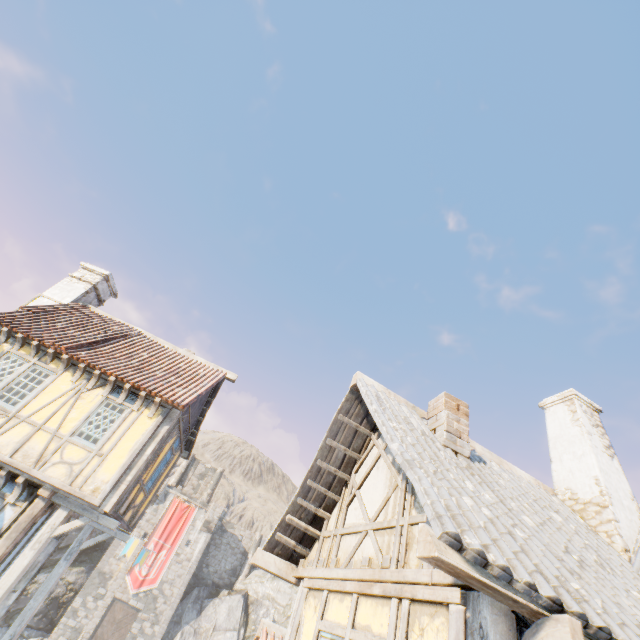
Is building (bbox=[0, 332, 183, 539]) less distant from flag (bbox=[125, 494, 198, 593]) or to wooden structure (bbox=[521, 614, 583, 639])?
flag (bbox=[125, 494, 198, 593])

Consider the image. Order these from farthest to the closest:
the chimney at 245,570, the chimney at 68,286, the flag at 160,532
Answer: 1. the chimney at 245,570
2. the flag at 160,532
3. the chimney at 68,286

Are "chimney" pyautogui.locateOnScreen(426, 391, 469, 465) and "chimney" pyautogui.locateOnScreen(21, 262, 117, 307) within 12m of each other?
no

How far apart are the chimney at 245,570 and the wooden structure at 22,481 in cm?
4008

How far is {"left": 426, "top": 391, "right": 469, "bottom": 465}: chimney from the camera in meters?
5.3

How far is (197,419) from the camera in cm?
1333

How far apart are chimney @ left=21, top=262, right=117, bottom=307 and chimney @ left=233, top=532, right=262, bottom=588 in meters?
39.0

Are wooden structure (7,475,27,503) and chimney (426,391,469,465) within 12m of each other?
yes
